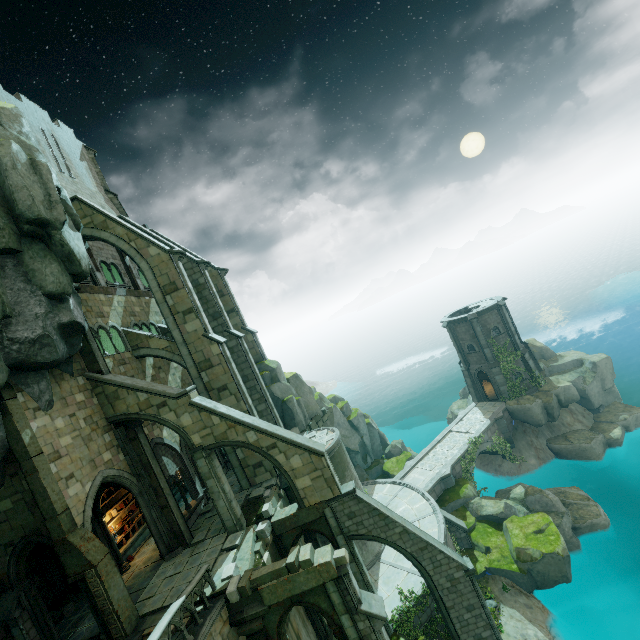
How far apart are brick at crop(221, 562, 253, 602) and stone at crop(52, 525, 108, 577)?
5.10m

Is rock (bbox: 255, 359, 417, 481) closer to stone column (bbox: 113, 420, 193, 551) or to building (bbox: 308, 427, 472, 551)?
building (bbox: 308, 427, 472, 551)

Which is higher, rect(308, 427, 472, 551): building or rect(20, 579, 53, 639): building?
rect(20, 579, 53, 639): building

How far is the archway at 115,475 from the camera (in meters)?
13.57

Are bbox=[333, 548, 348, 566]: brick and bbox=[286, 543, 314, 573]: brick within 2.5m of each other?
yes

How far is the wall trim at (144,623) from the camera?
12.4m

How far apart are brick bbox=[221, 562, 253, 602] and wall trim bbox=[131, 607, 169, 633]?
0.00m

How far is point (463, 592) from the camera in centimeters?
1593cm
